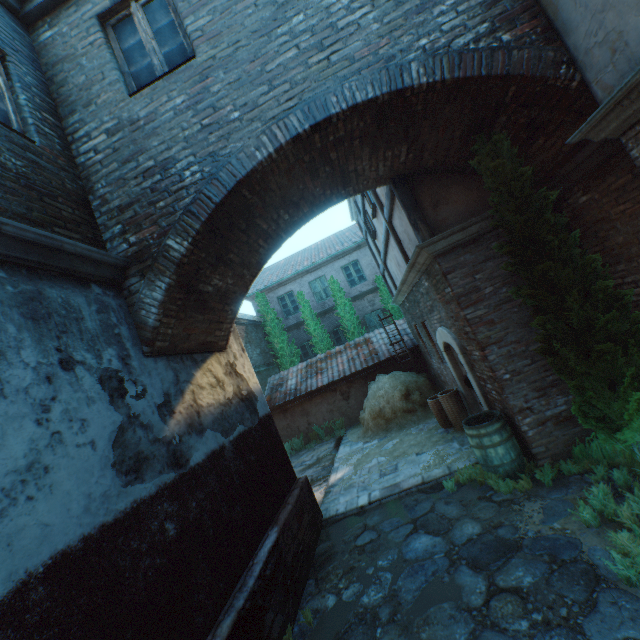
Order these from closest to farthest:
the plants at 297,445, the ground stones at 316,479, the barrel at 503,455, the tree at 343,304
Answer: the barrel at 503,455 → the ground stones at 316,479 → the plants at 297,445 → the tree at 343,304

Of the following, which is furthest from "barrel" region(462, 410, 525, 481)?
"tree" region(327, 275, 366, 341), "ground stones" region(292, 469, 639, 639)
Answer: "tree" region(327, 275, 366, 341)

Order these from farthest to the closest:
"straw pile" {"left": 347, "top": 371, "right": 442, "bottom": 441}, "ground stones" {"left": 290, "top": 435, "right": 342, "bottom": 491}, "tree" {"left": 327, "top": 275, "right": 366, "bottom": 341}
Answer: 1. "tree" {"left": 327, "top": 275, "right": 366, "bottom": 341}
2. "straw pile" {"left": 347, "top": 371, "right": 442, "bottom": 441}
3. "ground stones" {"left": 290, "top": 435, "right": 342, "bottom": 491}

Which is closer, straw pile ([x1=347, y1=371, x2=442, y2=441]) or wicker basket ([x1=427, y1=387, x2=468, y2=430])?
wicker basket ([x1=427, y1=387, x2=468, y2=430])

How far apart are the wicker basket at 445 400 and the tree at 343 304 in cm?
815

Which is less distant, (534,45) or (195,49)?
(534,45)

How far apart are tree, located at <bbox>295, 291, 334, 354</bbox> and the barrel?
10.83m

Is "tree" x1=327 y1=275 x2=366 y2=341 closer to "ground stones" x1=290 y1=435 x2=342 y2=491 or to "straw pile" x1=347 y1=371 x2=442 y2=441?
"straw pile" x1=347 y1=371 x2=442 y2=441
